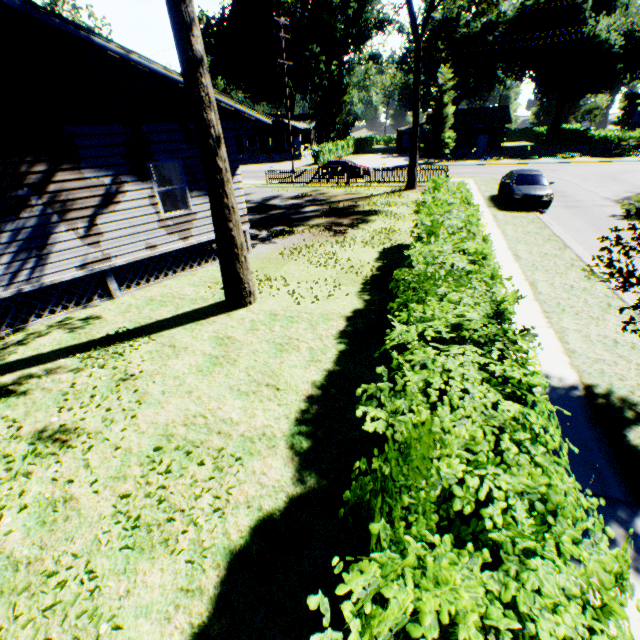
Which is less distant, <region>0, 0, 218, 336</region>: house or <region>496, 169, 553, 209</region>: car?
<region>0, 0, 218, 336</region>: house

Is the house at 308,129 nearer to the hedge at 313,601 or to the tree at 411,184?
the tree at 411,184

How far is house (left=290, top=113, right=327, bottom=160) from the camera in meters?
51.3 m

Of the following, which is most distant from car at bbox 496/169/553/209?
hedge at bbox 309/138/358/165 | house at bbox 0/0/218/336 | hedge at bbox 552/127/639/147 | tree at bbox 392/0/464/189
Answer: hedge at bbox 309/138/358/165

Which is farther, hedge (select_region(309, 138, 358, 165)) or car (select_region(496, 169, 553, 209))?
hedge (select_region(309, 138, 358, 165))

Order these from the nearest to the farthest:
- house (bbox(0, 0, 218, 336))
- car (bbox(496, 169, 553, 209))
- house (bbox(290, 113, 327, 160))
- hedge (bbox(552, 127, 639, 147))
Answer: house (bbox(0, 0, 218, 336))
car (bbox(496, 169, 553, 209))
hedge (bbox(552, 127, 639, 147))
house (bbox(290, 113, 327, 160))

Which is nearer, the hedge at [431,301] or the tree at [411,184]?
the hedge at [431,301]

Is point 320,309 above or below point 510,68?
below
